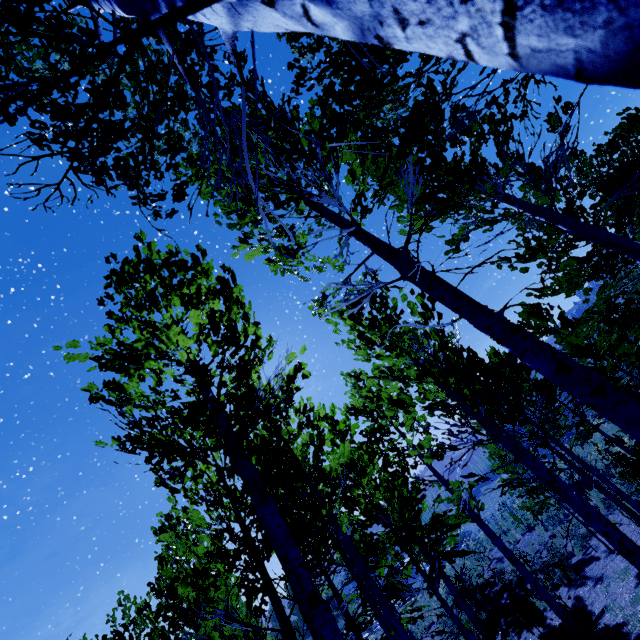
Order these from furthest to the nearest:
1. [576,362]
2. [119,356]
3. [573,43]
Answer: [119,356], [576,362], [573,43]
